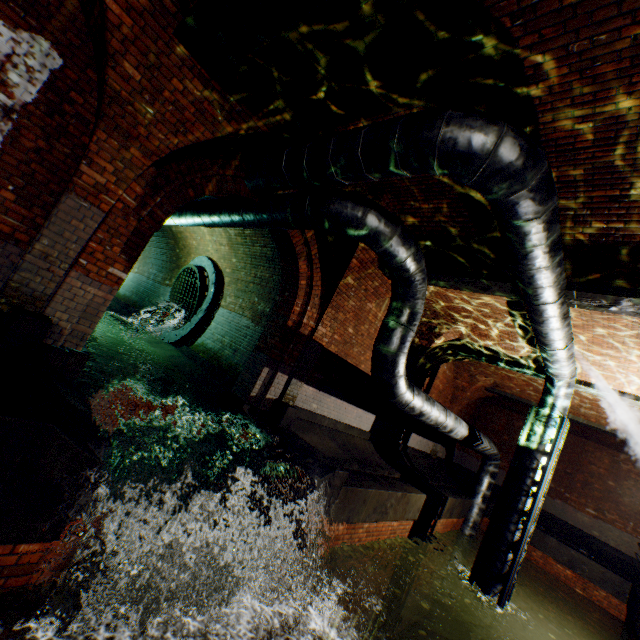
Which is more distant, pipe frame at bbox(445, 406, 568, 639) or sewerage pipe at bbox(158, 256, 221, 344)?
sewerage pipe at bbox(158, 256, 221, 344)

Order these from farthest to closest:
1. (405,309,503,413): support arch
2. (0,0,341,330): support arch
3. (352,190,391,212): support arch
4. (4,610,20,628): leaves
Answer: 1. (405,309,503,413): support arch
2. (352,190,391,212): support arch
3. (0,0,341,330): support arch
4. (4,610,20,628): leaves

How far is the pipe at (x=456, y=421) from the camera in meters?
4.7

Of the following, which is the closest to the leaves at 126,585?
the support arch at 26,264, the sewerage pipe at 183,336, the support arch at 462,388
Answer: the support arch at 26,264

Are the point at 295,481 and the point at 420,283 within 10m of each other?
yes

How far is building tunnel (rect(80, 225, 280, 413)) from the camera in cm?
696

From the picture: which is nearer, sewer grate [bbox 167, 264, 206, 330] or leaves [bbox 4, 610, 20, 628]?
leaves [bbox 4, 610, 20, 628]

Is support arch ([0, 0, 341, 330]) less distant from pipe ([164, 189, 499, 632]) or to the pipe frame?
pipe ([164, 189, 499, 632])
